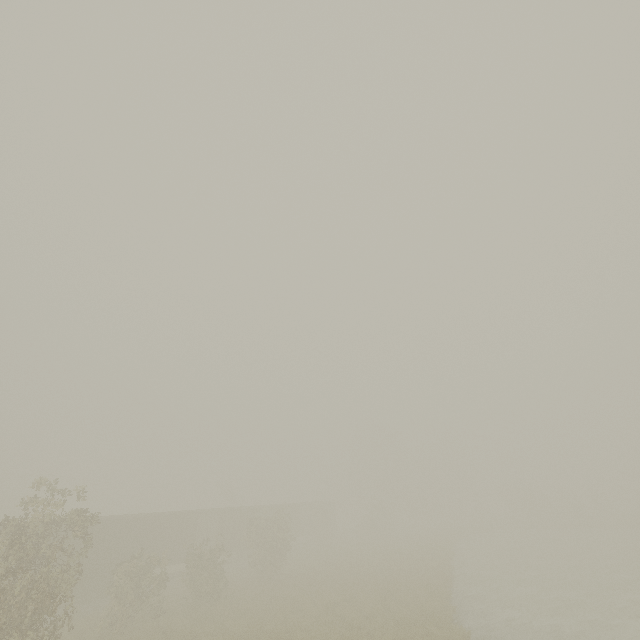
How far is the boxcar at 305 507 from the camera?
41.6m

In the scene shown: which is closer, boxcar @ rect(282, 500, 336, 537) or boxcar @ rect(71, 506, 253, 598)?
boxcar @ rect(71, 506, 253, 598)

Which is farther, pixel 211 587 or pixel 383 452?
pixel 383 452

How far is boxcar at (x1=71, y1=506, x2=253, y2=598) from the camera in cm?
2222

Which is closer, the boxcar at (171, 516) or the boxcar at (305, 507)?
the boxcar at (171, 516)
